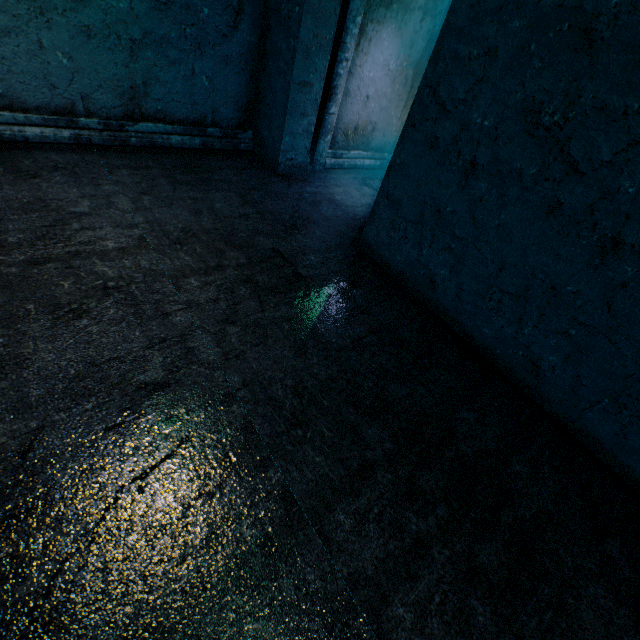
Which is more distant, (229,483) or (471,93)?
(471,93)
